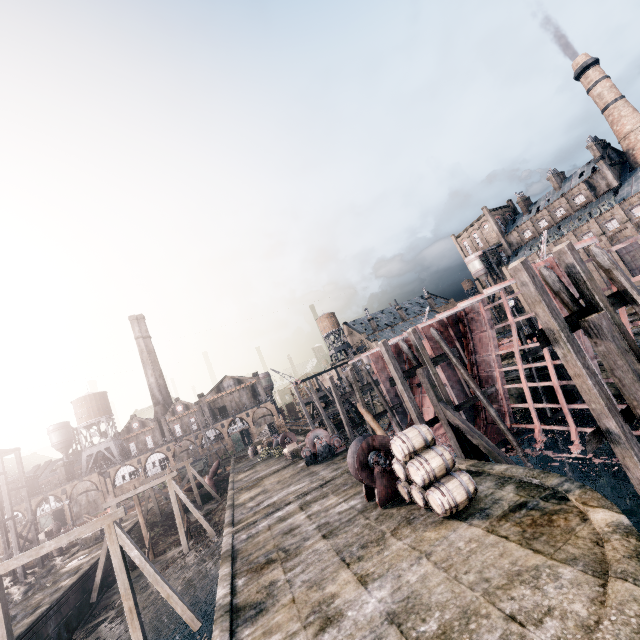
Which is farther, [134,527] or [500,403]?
[134,527]

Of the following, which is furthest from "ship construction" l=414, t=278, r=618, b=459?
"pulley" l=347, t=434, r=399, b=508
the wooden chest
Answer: the wooden chest

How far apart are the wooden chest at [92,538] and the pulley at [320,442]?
27.4 meters

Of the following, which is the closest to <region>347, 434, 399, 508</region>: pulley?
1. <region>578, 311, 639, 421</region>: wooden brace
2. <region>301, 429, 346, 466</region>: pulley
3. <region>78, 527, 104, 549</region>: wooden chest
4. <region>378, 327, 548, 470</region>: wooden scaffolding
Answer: <region>378, 327, 548, 470</region>: wooden scaffolding

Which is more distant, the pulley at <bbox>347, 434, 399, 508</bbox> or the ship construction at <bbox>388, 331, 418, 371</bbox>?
the ship construction at <bbox>388, 331, 418, 371</bbox>

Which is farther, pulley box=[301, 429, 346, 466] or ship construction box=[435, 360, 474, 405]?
pulley box=[301, 429, 346, 466]

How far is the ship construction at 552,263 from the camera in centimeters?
1499cm

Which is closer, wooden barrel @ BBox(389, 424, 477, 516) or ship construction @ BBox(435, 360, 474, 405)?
wooden barrel @ BBox(389, 424, 477, 516)
